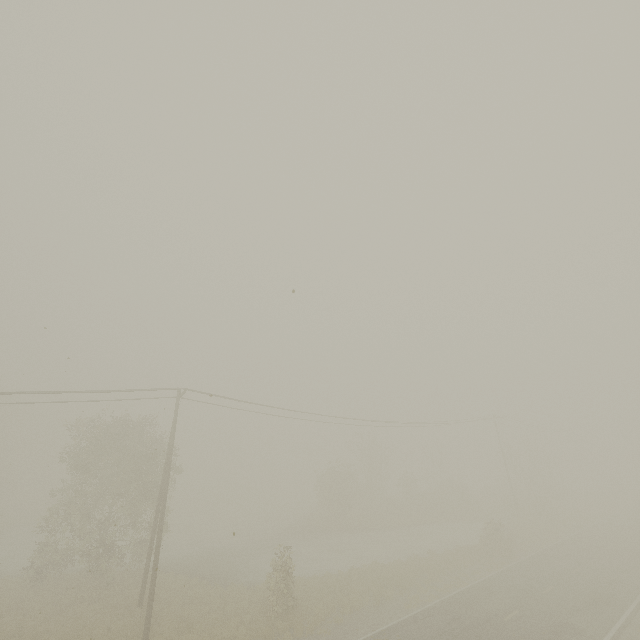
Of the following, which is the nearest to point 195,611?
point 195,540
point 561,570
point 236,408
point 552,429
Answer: point 236,408
